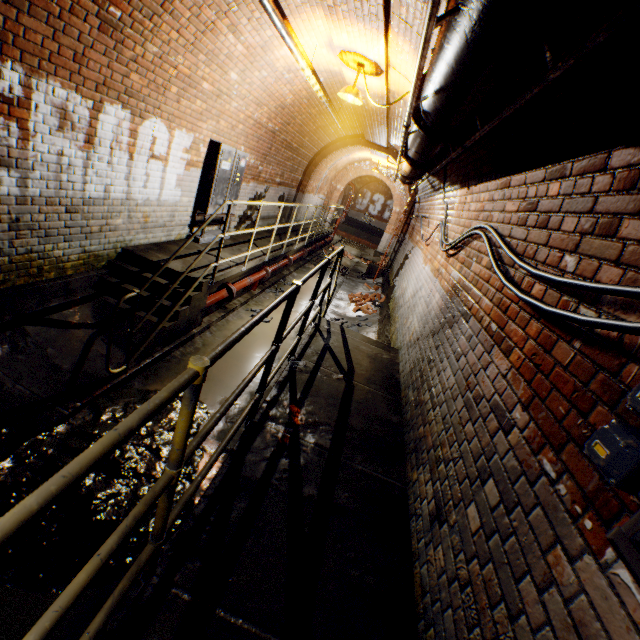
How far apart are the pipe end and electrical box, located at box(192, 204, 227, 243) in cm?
440

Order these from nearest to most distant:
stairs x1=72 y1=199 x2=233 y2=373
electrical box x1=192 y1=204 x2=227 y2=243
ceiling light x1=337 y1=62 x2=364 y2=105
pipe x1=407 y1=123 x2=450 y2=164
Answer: pipe x1=407 y1=123 x2=450 y2=164, stairs x1=72 y1=199 x2=233 y2=373, ceiling light x1=337 y1=62 x2=364 y2=105, electrical box x1=192 y1=204 x2=227 y2=243

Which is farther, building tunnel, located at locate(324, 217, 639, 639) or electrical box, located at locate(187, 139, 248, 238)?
electrical box, located at locate(187, 139, 248, 238)

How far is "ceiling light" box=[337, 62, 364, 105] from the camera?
5.1m

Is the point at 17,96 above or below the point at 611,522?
above

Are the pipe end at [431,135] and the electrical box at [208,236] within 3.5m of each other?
no

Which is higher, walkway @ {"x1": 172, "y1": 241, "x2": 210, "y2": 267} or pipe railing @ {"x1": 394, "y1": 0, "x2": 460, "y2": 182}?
pipe railing @ {"x1": 394, "y1": 0, "x2": 460, "y2": 182}

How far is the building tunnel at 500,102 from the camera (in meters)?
1.97
